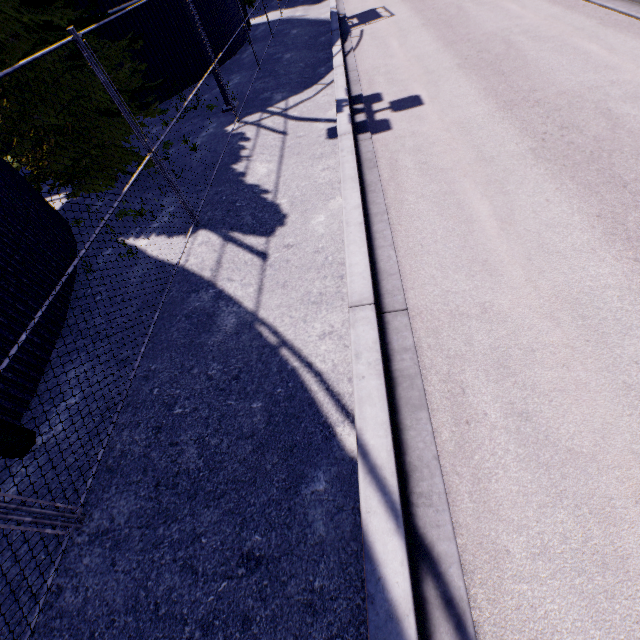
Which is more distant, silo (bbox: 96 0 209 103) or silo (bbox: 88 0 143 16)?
silo (bbox: 96 0 209 103)

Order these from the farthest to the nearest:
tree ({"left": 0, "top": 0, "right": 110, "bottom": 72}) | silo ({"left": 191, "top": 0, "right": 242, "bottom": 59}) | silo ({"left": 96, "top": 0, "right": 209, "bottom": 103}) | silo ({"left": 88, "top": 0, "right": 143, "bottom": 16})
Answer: silo ({"left": 191, "top": 0, "right": 242, "bottom": 59}), silo ({"left": 96, "top": 0, "right": 209, "bottom": 103}), silo ({"left": 88, "top": 0, "right": 143, "bottom": 16}), tree ({"left": 0, "top": 0, "right": 110, "bottom": 72})

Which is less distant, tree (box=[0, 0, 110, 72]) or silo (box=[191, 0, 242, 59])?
tree (box=[0, 0, 110, 72])

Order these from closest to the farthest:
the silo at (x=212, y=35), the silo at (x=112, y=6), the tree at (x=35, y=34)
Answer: the tree at (x=35, y=34) < the silo at (x=112, y=6) < the silo at (x=212, y=35)

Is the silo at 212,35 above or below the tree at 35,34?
below

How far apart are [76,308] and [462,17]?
14.8m
